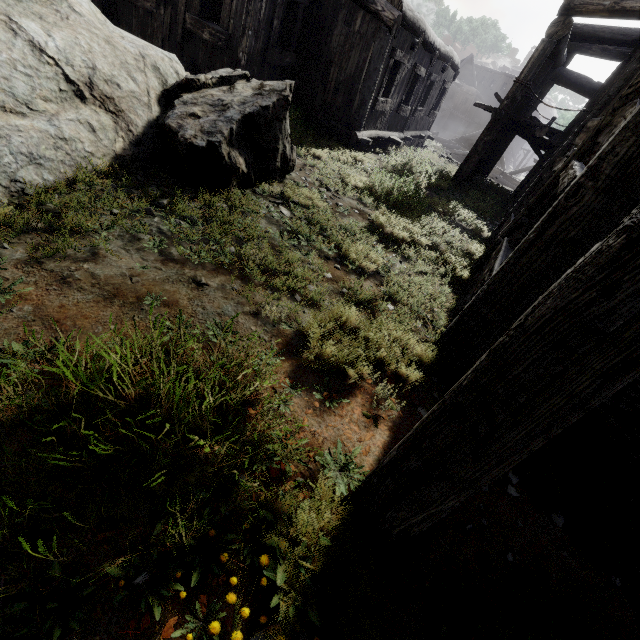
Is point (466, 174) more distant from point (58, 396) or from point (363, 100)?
point (58, 396)
